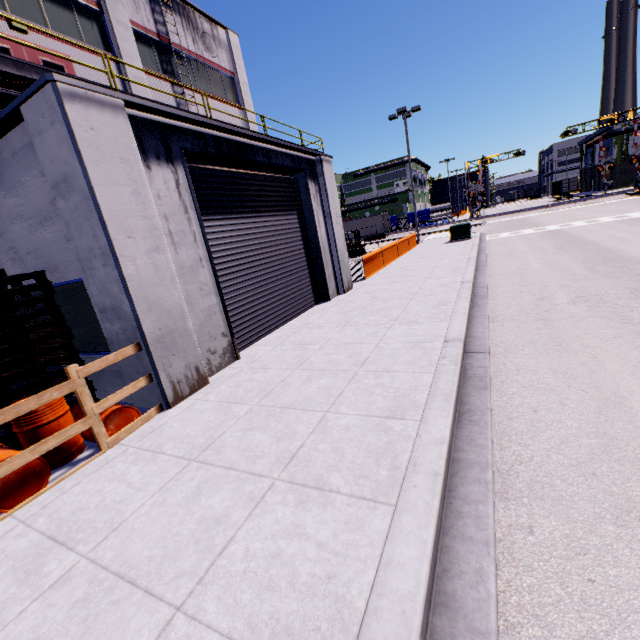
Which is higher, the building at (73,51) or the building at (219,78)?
the building at (219,78)

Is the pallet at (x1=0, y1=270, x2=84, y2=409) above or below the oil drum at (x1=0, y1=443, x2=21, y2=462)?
above

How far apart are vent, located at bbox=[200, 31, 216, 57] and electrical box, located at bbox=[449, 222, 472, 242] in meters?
17.7

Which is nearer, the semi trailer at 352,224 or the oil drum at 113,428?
the oil drum at 113,428

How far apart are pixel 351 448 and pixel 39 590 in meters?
2.9 m

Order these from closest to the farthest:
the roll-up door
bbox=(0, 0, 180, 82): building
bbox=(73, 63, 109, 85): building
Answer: the roll-up door, bbox=(0, 0, 180, 82): building, bbox=(73, 63, 109, 85): building

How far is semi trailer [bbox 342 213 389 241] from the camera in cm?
4531

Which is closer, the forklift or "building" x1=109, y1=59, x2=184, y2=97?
"building" x1=109, y1=59, x2=184, y2=97
